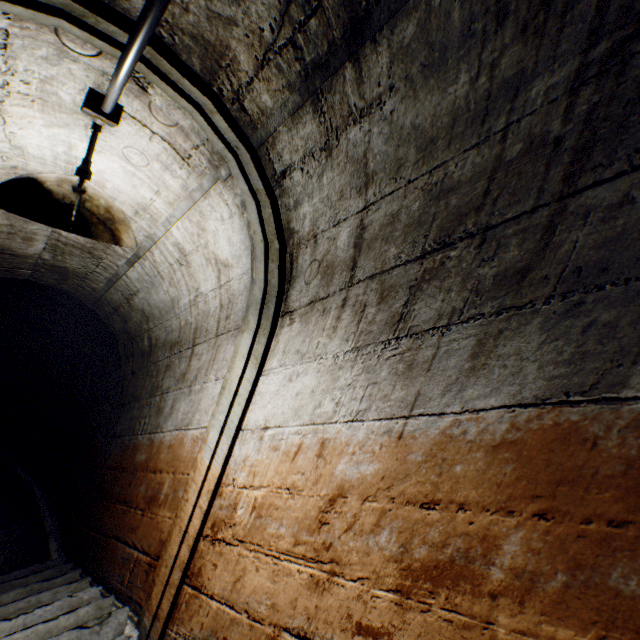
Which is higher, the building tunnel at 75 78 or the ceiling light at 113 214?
the building tunnel at 75 78

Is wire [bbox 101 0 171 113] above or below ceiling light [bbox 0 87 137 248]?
above

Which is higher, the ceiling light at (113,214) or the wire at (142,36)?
the wire at (142,36)

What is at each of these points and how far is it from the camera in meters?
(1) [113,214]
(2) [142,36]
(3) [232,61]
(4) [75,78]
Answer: (1) ceiling light, 1.3
(2) wire, 0.8
(3) building tunnel, 1.1
(4) building tunnel, 1.1

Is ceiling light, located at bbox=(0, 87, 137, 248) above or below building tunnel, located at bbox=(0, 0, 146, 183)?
below
